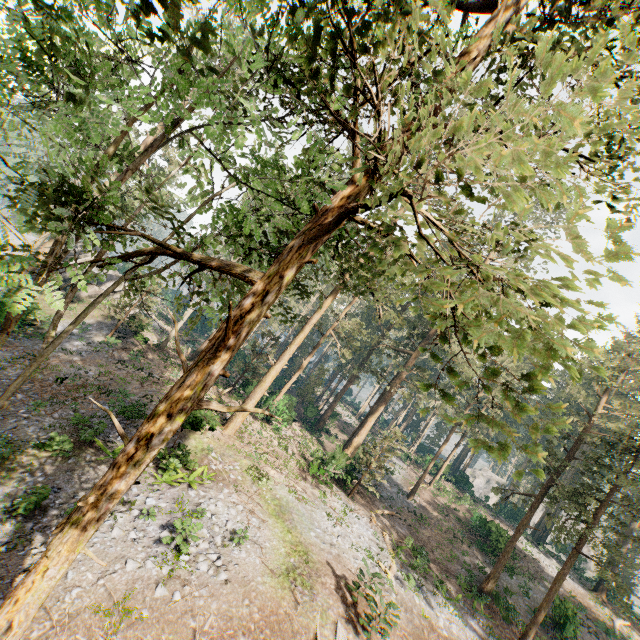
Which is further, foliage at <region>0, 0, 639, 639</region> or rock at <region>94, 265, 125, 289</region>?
rock at <region>94, 265, 125, 289</region>

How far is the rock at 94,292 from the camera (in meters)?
32.34

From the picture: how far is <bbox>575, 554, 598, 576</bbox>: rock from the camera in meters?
45.9 m

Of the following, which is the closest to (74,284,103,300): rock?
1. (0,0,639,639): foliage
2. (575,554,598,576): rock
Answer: (0,0,639,639): foliage

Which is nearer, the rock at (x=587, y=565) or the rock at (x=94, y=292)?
the rock at (x=94, y=292)

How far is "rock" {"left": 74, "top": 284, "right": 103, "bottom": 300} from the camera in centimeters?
3234cm

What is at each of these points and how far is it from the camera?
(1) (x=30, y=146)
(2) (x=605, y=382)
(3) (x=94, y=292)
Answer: (1) foliage, 5.39m
(2) foliage, 25.86m
(3) rock, 32.94m

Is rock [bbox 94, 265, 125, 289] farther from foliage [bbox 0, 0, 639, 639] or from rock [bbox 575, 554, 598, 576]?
rock [bbox 575, 554, 598, 576]
